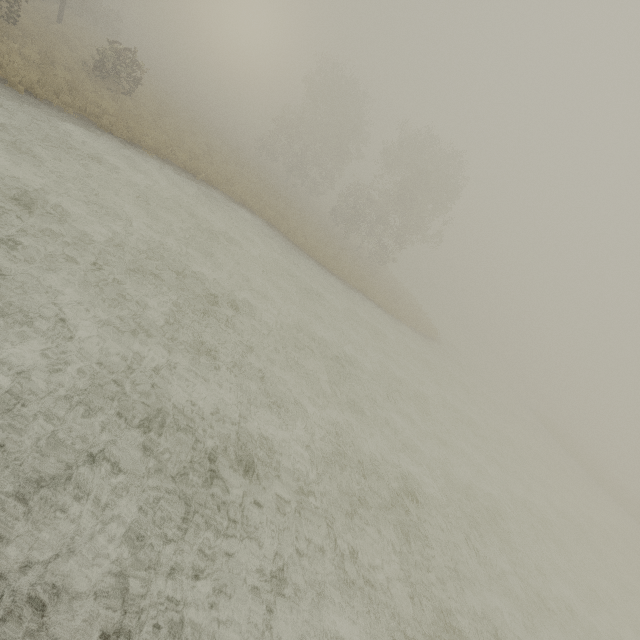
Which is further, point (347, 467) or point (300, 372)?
point (300, 372)
